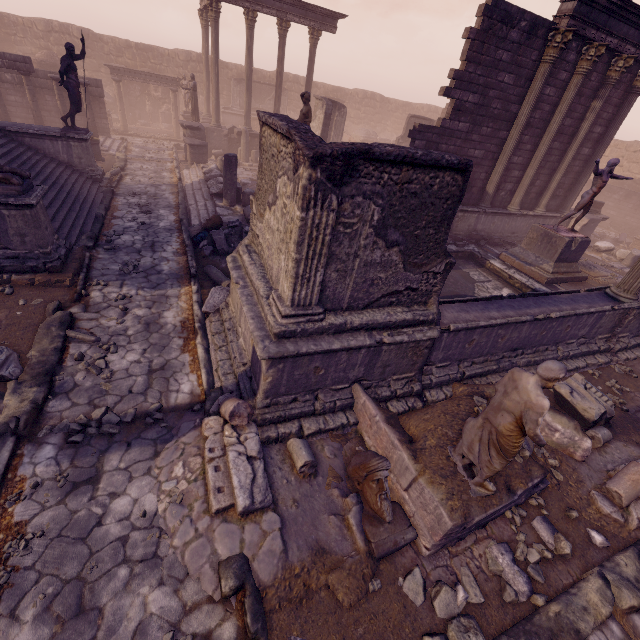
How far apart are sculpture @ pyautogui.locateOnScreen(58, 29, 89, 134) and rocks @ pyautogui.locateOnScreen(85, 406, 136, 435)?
11.4 meters

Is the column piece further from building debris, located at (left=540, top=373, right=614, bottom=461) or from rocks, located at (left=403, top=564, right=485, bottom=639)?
rocks, located at (left=403, top=564, right=485, bottom=639)

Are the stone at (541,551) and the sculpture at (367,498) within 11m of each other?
yes

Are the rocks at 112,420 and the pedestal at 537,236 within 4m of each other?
no

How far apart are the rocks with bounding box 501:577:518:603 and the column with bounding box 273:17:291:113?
22.38m

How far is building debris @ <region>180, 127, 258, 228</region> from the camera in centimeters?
1095cm

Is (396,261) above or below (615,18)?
below

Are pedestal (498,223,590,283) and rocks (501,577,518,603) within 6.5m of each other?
no
